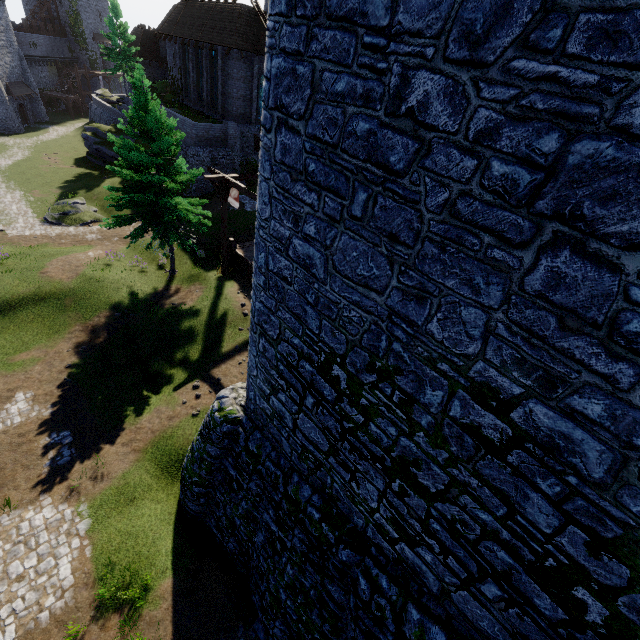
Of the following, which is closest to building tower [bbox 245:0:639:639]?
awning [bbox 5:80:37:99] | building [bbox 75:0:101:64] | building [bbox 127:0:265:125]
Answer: building [bbox 127:0:265:125]

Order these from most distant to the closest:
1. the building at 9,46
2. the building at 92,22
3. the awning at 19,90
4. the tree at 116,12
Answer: the building at 92,22, the awning at 19,90, the building at 9,46, the tree at 116,12

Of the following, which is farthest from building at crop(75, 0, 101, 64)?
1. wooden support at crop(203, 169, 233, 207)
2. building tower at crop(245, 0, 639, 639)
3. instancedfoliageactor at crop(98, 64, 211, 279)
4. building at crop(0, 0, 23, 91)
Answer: building tower at crop(245, 0, 639, 639)

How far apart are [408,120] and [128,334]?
18.5 meters

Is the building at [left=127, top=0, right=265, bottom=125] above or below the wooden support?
above

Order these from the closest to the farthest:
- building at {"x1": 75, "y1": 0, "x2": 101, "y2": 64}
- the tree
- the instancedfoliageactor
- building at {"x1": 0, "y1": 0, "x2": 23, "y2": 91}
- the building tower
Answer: the building tower < the instancedfoliageactor < the tree < building at {"x1": 0, "y1": 0, "x2": 23, "y2": 91} < building at {"x1": 75, "y1": 0, "x2": 101, "y2": 64}

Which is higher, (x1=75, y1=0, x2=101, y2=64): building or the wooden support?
(x1=75, y1=0, x2=101, y2=64): building

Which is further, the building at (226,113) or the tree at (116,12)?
the tree at (116,12)
